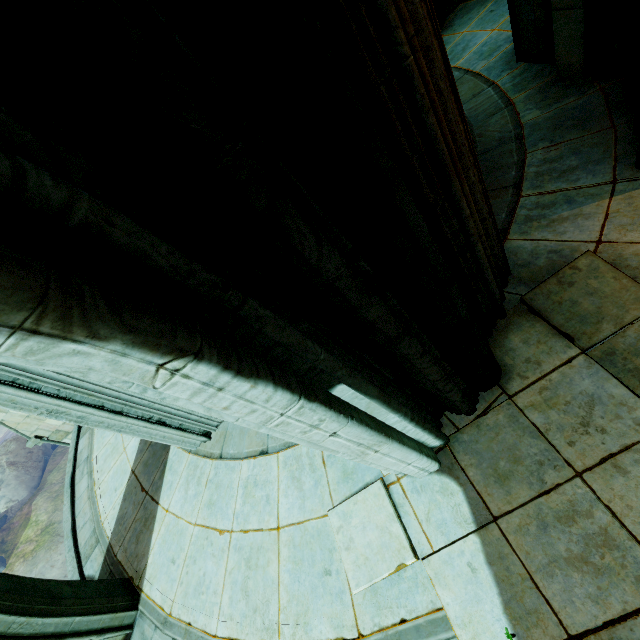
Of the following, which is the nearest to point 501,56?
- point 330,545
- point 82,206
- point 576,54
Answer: point 576,54

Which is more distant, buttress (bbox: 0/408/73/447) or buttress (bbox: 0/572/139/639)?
buttress (bbox: 0/408/73/447)

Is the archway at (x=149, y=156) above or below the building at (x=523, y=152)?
above

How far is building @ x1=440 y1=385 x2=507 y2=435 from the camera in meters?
3.3

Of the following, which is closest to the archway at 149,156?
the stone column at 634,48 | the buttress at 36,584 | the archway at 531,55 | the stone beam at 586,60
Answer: the stone column at 634,48

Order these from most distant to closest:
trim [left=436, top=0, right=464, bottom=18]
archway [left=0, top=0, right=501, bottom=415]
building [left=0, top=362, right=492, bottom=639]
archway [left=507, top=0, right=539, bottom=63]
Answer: trim [left=436, top=0, right=464, bottom=18], archway [left=507, top=0, right=539, bottom=63], building [left=0, top=362, right=492, bottom=639], archway [left=0, top=0, right=501, bottom=415]

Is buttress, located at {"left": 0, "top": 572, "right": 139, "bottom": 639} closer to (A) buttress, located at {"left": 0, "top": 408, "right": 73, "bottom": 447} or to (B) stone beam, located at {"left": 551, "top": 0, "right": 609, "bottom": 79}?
(A) buttress, located at {"left": 0, "top": 408, "right": 73, "bottom": 447}

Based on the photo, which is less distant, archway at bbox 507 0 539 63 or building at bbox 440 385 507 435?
building at bbox 440 385 507 435
